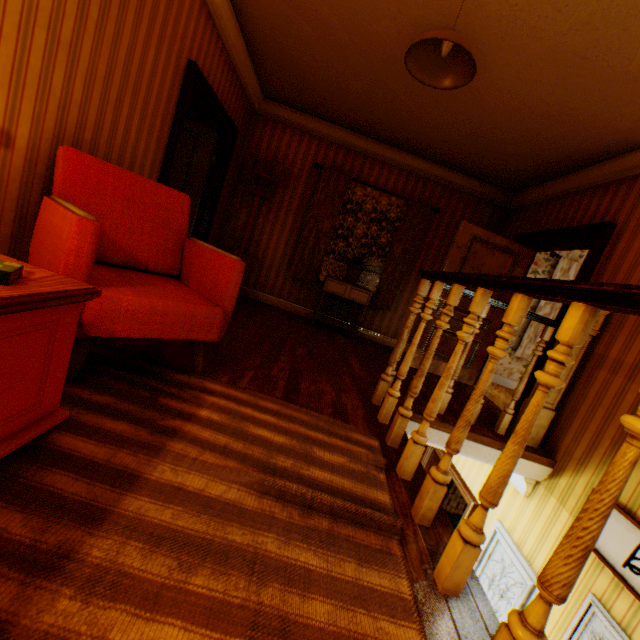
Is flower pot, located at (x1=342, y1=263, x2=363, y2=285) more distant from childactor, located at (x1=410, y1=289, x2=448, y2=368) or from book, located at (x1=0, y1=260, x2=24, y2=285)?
book, located at (x1=0, y1=260, x2=24, y2=285)

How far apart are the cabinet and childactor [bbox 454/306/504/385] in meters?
0.8 m

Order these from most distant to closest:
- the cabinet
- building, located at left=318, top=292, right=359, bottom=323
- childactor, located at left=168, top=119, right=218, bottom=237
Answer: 1. building, located at left=318, top=292, right=359, bottom=323
2. the cabinet
3. childactor, located at left=168, top=119, right=218, bottom=237

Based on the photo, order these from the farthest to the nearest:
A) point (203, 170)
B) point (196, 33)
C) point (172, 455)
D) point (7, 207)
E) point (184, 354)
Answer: point (203, 170), point (196, 33), point (184, 354), point (7, 207), point (172, 455)

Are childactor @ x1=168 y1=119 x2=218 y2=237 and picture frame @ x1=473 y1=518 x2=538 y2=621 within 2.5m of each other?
no

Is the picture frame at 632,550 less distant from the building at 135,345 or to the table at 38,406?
the building at 135,345

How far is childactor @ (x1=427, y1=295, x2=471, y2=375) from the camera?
4.8 meters

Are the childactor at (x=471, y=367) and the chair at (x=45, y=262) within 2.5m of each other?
no
